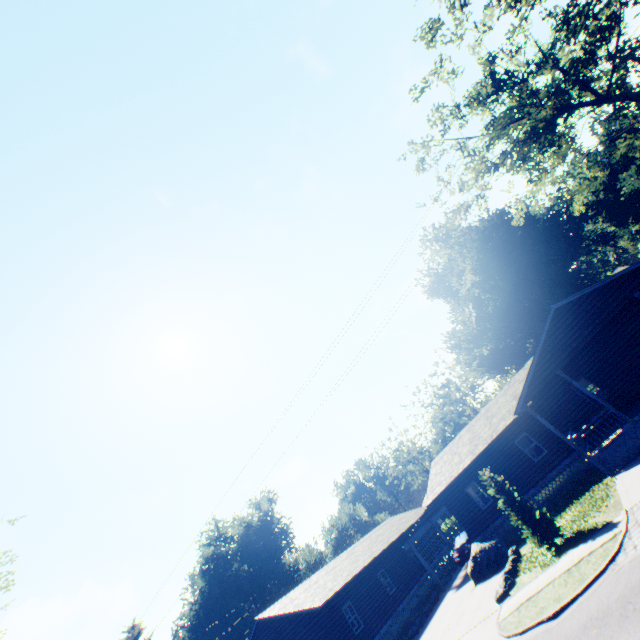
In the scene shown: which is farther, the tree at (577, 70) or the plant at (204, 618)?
the plant at (204, 618)

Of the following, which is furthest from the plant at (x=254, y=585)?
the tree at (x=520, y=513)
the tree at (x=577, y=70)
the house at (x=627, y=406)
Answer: the tree at (x=520, y=513)

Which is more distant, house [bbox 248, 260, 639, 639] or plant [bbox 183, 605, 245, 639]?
plant [bbox 183, 605, 245, 639]

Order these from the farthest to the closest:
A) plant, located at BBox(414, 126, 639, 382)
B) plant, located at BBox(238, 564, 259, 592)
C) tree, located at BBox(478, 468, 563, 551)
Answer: plant, located at BBox(238, 564, 259, 592), plant, located at BBox(414, 126, 639, 382), tree, located at BBox(478, 468, 563, 551)

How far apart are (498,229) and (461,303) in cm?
1226

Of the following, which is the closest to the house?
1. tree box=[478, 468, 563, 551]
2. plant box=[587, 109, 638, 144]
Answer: tree box=[478, 468, 563, 551]

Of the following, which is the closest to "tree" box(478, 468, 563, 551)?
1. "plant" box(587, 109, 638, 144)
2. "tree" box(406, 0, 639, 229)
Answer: "plant" box(587, 109, 638, 144)
